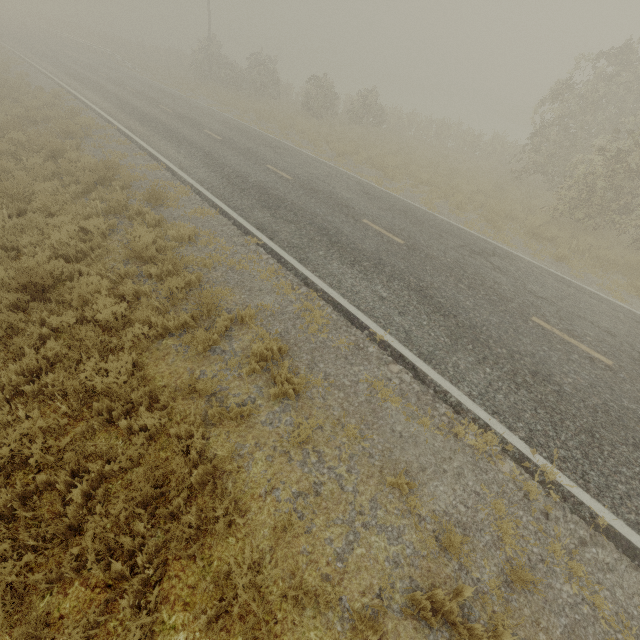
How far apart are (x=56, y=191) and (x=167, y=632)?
11.6 meters
